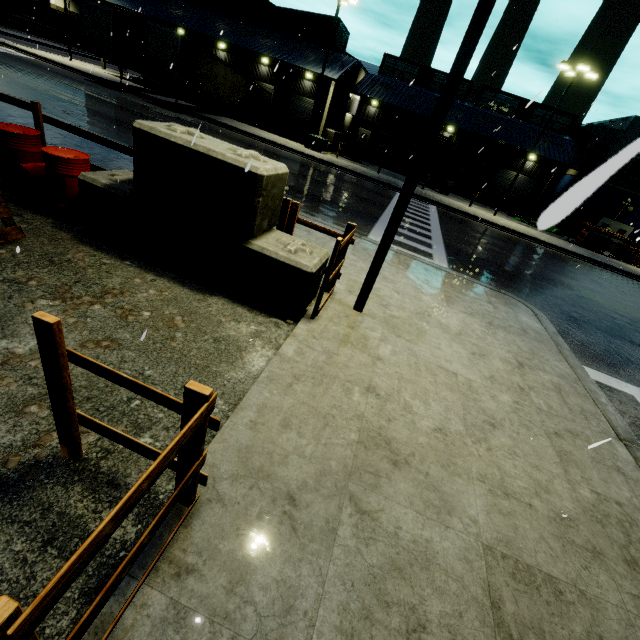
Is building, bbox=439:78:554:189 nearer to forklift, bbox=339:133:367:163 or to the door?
the door

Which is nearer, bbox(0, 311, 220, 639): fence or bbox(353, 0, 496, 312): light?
bbox(0, 311, 220, 639): fence

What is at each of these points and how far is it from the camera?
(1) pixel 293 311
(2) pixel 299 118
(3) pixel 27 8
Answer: (1) concrete block, 4.88m
(2) roll-up door, 35.12m
(3) cargo container, 47.94m

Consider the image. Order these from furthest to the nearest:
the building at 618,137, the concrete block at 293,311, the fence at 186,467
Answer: the concrete block at 293,311
the fence at 186,467
the building at 618,137

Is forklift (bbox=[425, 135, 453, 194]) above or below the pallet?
above

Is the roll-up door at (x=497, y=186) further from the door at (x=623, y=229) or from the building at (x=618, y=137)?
the door at (x=623, y=229)

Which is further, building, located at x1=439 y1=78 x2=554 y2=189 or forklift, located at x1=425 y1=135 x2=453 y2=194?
building, located at x1=439 y1=78 x2=554 y2=189

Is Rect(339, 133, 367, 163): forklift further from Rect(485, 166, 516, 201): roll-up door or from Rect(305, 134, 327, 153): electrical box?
Rect(305, 134, 327, 153): electrical box
